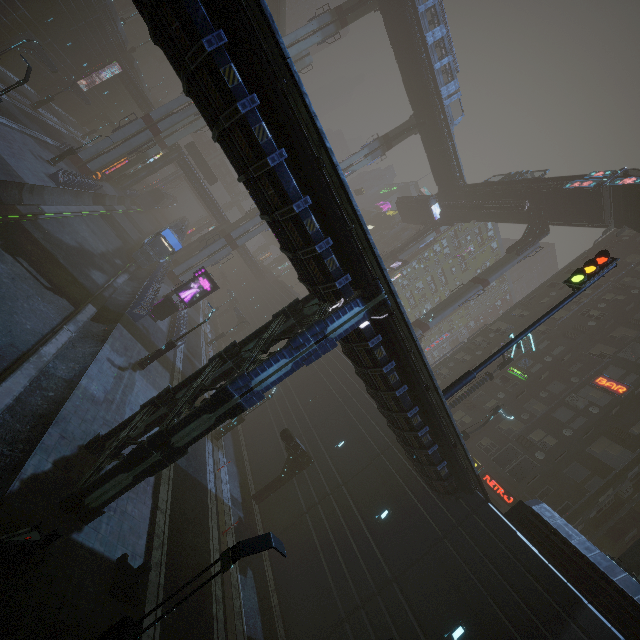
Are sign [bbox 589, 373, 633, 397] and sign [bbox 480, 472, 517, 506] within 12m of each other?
yes

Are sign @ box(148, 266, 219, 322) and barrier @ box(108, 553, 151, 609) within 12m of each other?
no

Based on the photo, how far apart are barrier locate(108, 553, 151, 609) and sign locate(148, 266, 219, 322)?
20.08m

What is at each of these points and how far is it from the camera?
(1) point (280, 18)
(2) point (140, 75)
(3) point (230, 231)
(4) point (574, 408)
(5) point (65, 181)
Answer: (1) stairs, 47.75m
(2) building, 56.16m
(3) sm, 53.56m
(4) building, 26.98m
(5) building, 26.81m

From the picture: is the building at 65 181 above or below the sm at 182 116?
below

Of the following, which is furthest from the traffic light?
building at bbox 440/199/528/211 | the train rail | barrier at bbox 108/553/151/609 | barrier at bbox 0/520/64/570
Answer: building at bbox 440/199/528/211

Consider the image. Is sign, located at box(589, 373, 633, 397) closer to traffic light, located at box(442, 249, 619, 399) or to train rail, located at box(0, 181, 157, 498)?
traffic light, located at box(442, 249, 619, 399)

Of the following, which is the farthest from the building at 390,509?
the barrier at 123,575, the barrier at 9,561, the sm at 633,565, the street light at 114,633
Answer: the street light at 114,633
